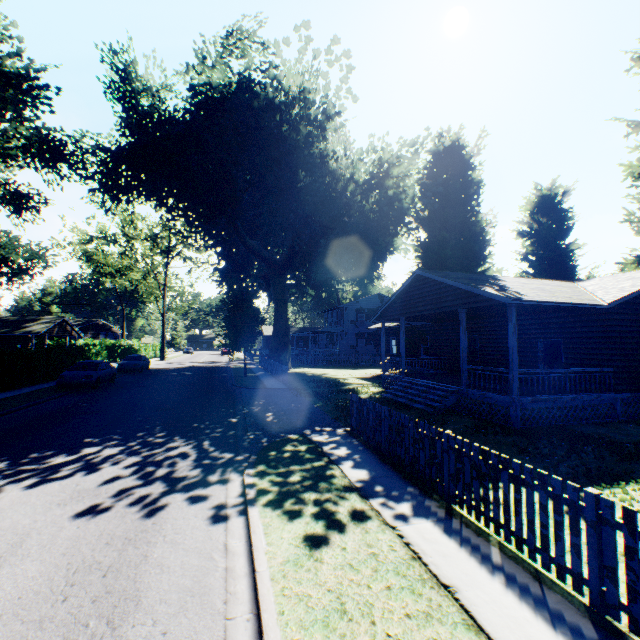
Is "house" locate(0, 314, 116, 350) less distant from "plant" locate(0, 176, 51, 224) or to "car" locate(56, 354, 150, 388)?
"plant" locate(0, 176, 51, 224)

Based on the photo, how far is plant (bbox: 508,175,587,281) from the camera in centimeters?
2694cm

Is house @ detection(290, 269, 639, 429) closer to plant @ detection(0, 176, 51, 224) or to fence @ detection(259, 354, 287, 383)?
plant @ detection(0, 176, 51, 224)

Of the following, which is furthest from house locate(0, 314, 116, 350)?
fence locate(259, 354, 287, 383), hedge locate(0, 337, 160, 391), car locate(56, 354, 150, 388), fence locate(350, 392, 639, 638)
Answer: fence locate(350, 392, 639, 638)

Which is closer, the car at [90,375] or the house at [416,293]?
the house at [416,293]

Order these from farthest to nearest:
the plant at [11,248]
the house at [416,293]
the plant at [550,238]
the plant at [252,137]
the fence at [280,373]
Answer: the plant at [11,248] < the plant at [550,238] < the plant at [252,137] < the fence at [280,373] < the house at [416,293]

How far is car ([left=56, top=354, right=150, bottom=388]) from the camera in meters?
18.6

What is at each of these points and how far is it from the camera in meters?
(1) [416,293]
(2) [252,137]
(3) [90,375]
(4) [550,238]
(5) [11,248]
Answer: (1) house, 17.2
(2) plant, 22.7
(3) car, 19.1
(4) plant, 28.2
(5) plant, 42.8
